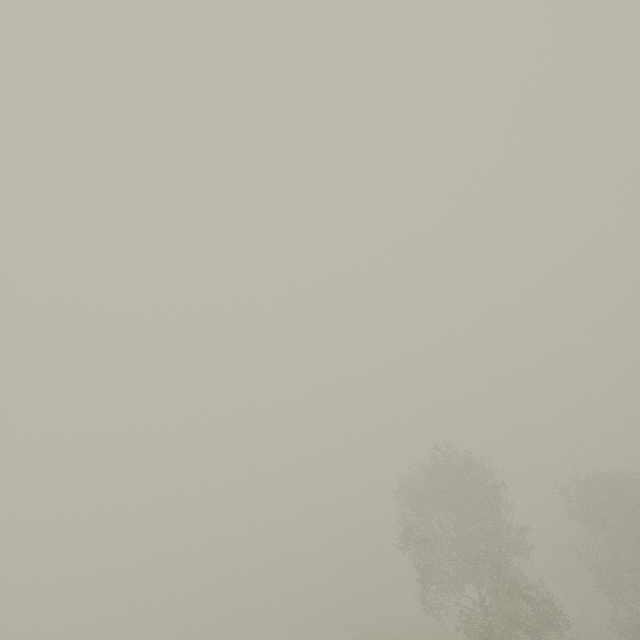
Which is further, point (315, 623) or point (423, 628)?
point (315, 623)
